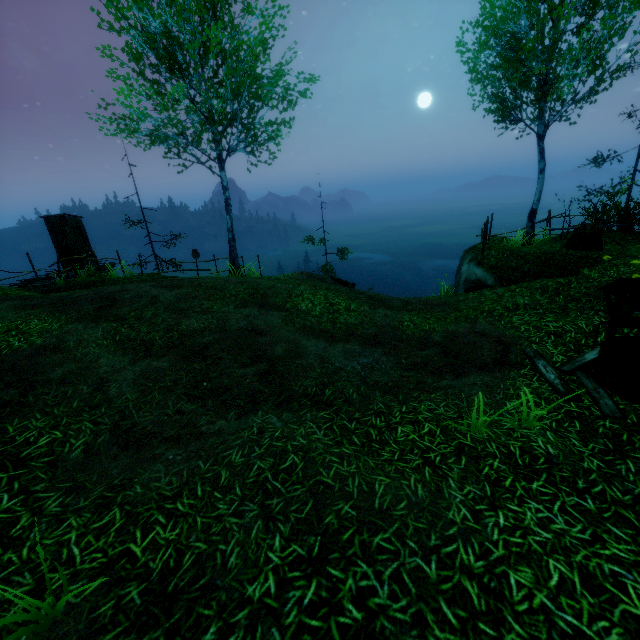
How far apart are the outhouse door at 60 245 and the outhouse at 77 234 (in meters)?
0.01

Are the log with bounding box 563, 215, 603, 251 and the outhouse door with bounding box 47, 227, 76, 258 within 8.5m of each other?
no

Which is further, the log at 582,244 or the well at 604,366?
the log at 582,244

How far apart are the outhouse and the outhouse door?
0.0 meters

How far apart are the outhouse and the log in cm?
2191

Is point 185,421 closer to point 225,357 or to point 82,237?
point 225,357

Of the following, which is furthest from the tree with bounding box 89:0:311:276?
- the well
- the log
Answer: the log

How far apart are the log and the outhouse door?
21.92m
